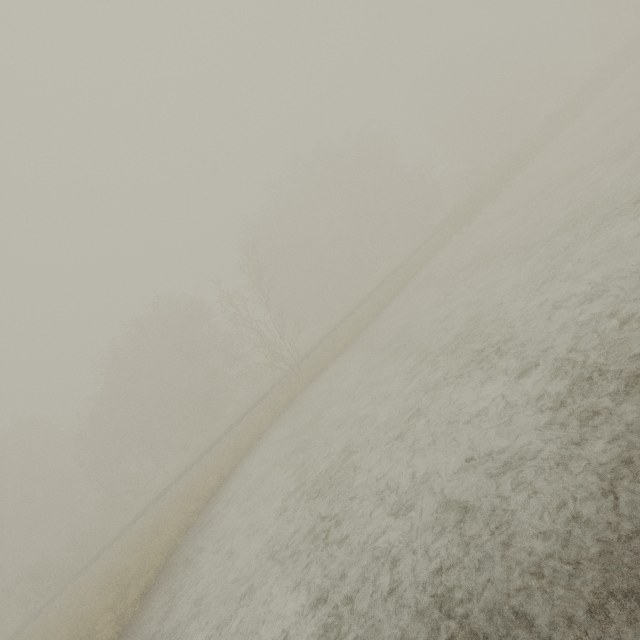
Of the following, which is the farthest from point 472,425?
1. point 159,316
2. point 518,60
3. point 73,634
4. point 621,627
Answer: point 518,60
